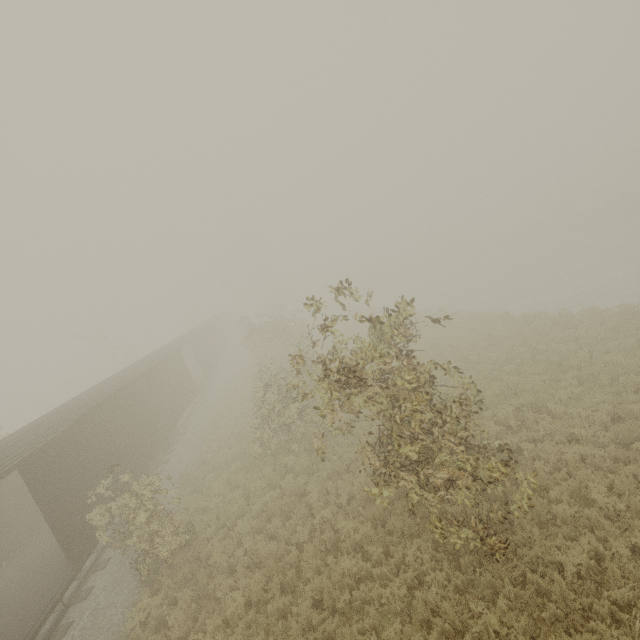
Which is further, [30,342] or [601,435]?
[30,342]
